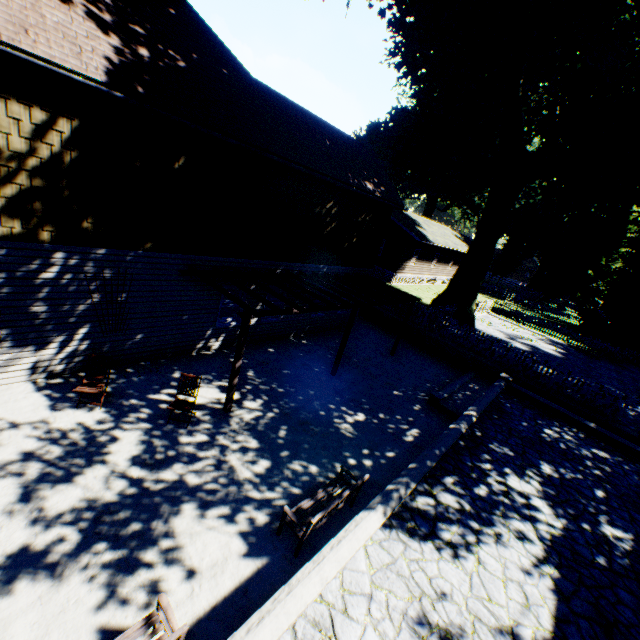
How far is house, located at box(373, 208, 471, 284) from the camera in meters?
28.4

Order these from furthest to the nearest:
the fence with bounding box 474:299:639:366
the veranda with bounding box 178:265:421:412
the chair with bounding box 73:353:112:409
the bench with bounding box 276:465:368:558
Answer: the fence with bounding box 474:299:639:366
the veranda with bounding box 178:265:421:412
the chair with bounding box 73:353:112:409
the bench with bounding box 276:465:368:558

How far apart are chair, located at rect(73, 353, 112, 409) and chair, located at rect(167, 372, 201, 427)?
1.5m

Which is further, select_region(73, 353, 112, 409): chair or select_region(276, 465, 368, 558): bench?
select_region(73, 353, 112, 409): chair

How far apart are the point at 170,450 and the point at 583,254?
57.3 meters

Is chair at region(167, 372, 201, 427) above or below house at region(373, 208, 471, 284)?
below

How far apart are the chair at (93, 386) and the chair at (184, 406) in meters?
1.5

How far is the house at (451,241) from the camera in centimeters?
2836cm
